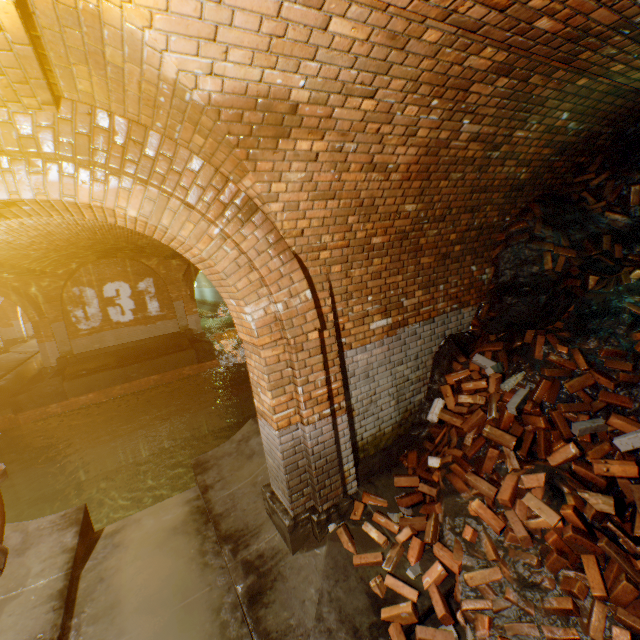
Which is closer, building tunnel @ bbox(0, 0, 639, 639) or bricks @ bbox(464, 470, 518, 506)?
building tunnel @ bbox(0, 0, 639, 639)

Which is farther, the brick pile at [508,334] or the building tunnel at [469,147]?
the brick pile at [508,334]

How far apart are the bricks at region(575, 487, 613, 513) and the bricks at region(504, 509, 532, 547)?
0.1m

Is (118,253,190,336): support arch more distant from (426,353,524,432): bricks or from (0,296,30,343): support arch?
(0,296,30,343): support arch

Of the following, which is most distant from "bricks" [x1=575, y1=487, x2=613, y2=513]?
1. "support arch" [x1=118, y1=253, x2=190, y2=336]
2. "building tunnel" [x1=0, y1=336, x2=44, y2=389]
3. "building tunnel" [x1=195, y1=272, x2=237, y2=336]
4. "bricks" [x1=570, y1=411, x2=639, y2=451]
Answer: "building tunnel" [x1=0, y1=336, x2=44, y2=389]

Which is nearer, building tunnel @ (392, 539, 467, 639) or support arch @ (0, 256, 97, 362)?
building tunnel @ (392, 539, 467, 639)

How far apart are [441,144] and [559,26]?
1.3 meters

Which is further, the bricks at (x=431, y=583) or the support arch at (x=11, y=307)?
the support arch at (x=11, y=307)
